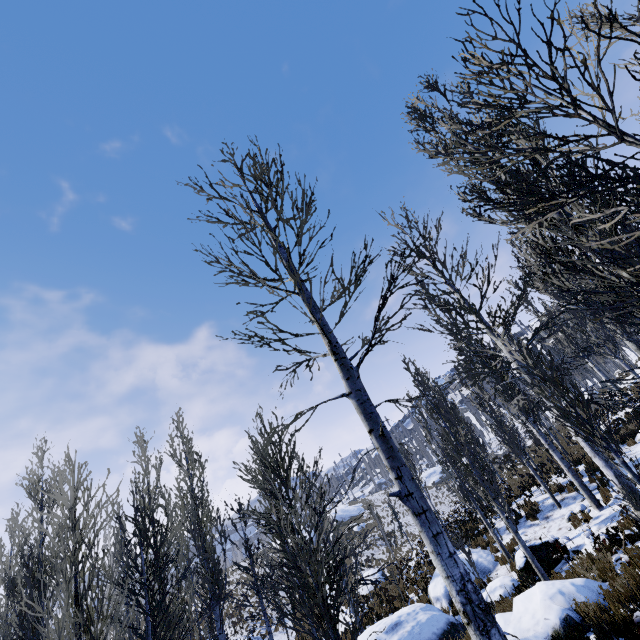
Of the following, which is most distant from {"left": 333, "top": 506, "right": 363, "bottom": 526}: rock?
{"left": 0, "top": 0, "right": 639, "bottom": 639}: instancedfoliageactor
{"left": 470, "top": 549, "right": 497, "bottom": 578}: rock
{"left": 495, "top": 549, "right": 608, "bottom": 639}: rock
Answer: {"left": 495, "top": 549, "right": 608, "bottom": 639}: rock

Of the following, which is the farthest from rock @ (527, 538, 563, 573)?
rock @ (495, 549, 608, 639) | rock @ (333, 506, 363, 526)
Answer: rock @ (333, 506, 363, 526)

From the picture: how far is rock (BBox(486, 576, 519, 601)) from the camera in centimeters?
1086cm

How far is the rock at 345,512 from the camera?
52.7m

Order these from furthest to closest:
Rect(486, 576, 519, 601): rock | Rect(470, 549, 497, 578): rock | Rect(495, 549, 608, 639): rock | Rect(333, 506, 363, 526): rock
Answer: Rect(333, 506, 363, 526): rock < Rect(470, 549, 497, 578): rock < Rect(486, 576, 519, 601): rock < Rect(495, 549, 608, 639): rock

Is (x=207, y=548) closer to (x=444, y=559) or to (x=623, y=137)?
(x=444, y=559)

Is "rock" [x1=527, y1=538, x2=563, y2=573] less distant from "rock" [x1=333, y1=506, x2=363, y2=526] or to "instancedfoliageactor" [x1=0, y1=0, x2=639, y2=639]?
"instancedfoliageactor" [x1=0, y1=0, x2=639, y2=639]

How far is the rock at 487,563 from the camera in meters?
13.3
